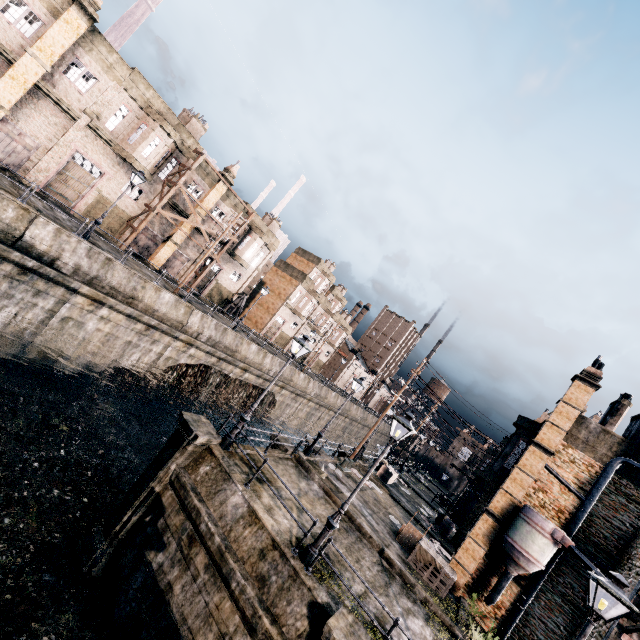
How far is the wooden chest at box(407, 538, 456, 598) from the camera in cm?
1554

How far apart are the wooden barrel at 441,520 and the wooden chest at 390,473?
5.2 meters

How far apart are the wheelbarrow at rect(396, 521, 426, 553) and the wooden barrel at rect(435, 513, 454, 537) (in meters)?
10.03

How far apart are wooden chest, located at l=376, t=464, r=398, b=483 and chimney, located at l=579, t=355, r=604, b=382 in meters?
17.2 m

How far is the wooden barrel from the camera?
26.7m

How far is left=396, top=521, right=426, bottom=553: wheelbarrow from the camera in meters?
17.9

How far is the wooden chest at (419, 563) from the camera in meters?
15.5 m

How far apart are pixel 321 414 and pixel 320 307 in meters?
18.8
